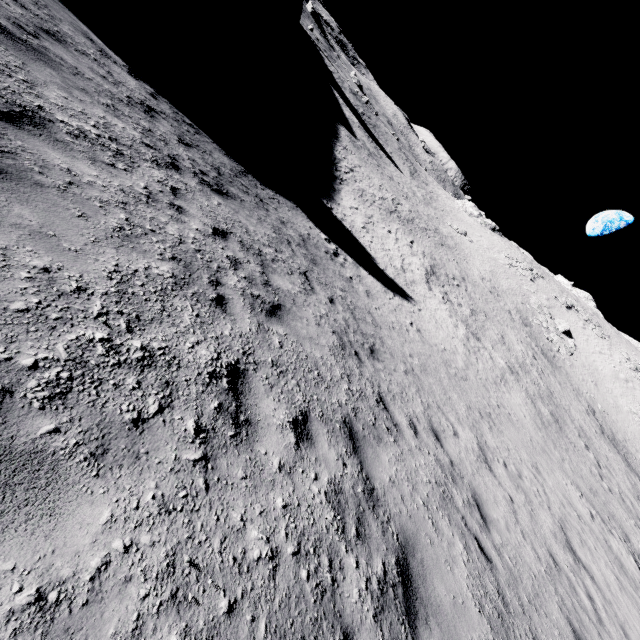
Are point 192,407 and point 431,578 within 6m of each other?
yes

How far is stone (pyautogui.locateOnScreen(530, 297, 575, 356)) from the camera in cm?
4216

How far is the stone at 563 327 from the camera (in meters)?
42.16
